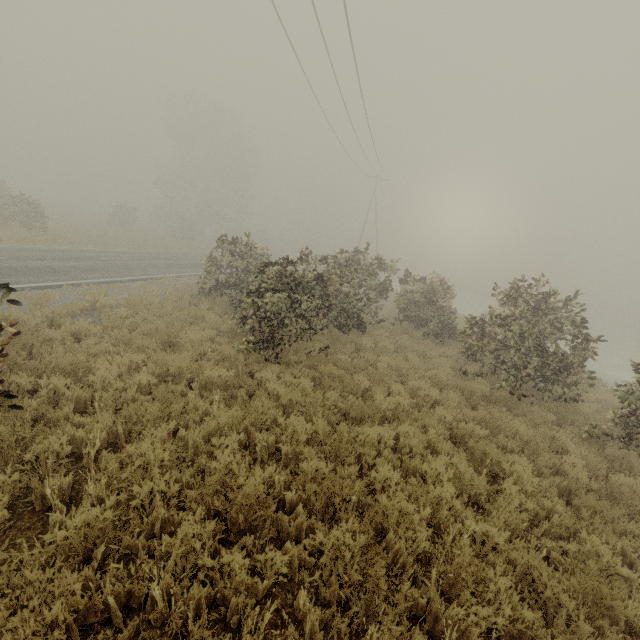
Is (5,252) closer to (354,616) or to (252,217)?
(354,616)
